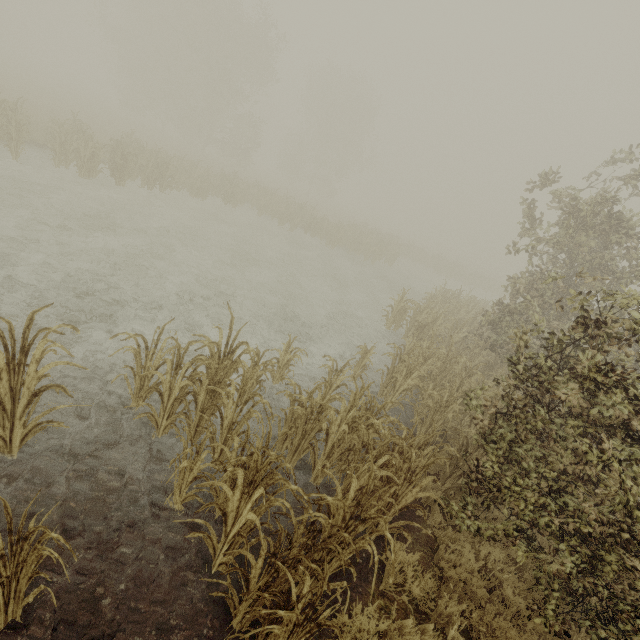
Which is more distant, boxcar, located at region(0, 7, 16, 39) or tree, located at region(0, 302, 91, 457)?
boxcar, located at region(0, 7, 16, 39)

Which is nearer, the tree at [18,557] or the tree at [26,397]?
the tree at [18,557]

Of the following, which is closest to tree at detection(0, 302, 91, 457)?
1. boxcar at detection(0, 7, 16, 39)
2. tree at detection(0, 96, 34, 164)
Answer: tree at detection(0, 96, 34, 164)

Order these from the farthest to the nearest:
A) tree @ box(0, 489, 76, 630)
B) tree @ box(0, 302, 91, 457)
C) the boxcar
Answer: the boxcar → tree @ box(0, 302, 91, 457) → tree @ box(0, 489, 76, 630)

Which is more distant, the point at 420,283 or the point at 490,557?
the point at 420,283

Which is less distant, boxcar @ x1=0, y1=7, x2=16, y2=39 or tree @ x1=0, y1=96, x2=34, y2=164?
tree @ x1=0, y1=96, x2=34, y2=164

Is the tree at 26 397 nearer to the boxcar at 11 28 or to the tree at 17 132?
the tree at 17 132
